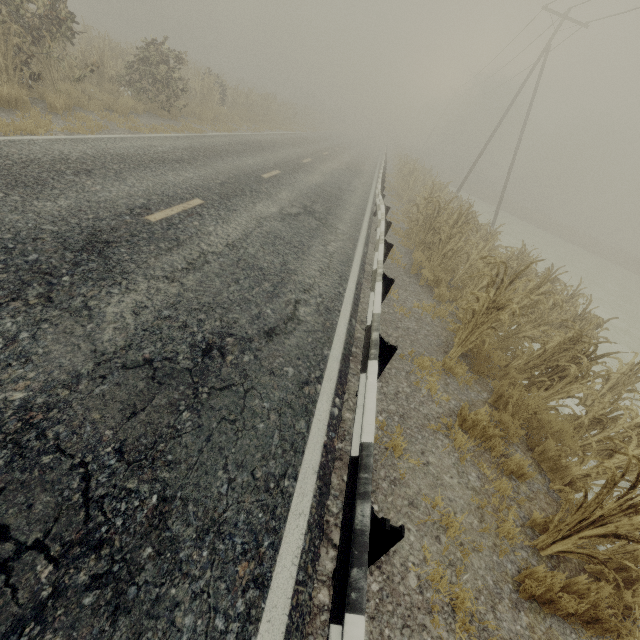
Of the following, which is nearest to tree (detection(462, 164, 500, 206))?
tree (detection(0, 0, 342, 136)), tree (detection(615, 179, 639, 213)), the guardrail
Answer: tree (detection(0, 0, 342, 136))

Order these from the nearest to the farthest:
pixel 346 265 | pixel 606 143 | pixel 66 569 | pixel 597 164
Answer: pixel 66 569 → pixel 346 265 → pixel 606 143 → pixel 597 164

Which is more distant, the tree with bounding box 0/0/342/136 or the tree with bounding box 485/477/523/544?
the tree with bounding box 0/0/342/136

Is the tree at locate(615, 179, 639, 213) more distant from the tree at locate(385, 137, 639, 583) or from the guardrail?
the guardrail

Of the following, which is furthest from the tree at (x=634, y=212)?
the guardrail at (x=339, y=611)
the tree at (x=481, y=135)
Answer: the guardrail at (x=339, y=611)

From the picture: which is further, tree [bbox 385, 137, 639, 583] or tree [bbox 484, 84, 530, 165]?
tree [bbox 484, 84, 530, 165]

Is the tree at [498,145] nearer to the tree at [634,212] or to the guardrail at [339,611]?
the guardrail at [339,611]

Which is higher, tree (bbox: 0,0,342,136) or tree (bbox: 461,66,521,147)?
tree (bbox: 461,66,521,147)
